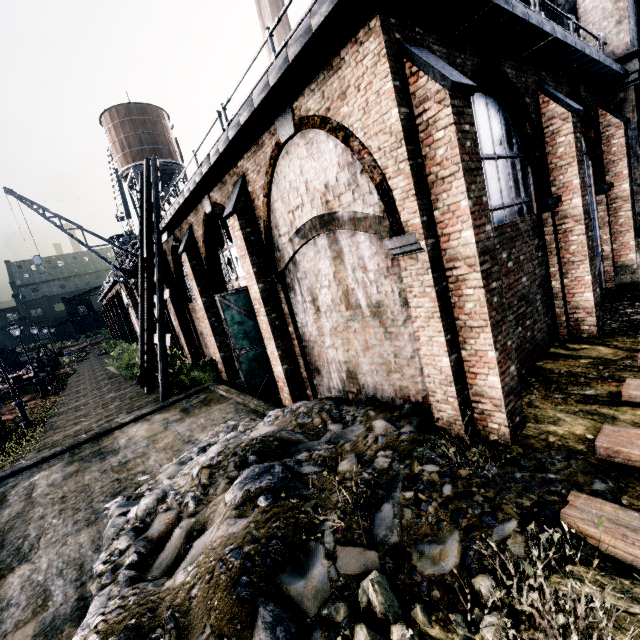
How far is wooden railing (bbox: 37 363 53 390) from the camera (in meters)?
25.59

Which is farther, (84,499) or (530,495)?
(84,499)

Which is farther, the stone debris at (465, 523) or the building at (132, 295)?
the building at (132, 295)

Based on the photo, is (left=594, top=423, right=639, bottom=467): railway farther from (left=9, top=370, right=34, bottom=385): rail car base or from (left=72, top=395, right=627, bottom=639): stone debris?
(left=9, top=370, right=34, bottom=385): rail car base

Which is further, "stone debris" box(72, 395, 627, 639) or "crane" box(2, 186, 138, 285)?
"crane" box(2, 186, 138, 285)

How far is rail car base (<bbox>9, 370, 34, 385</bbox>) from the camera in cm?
3134

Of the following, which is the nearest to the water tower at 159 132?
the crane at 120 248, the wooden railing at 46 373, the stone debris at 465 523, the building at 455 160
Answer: the building at 455 160

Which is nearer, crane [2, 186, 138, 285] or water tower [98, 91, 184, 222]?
crane [2, 186, 138, 285]
